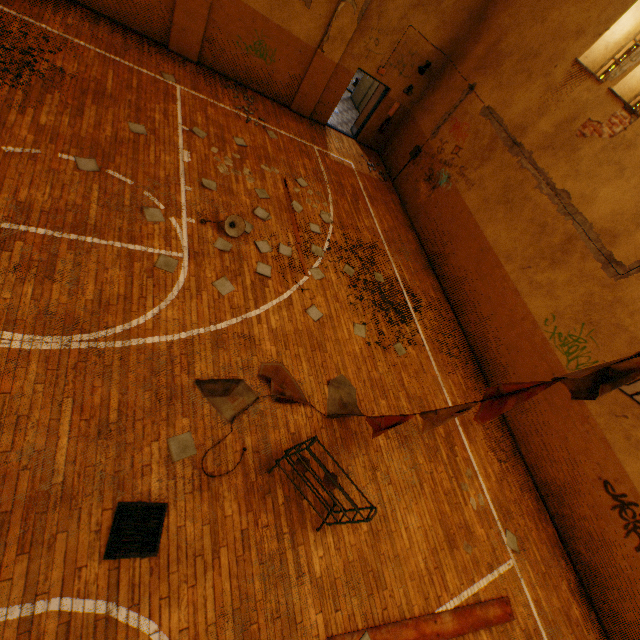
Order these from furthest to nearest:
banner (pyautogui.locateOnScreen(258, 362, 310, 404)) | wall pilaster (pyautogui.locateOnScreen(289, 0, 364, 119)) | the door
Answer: the door
wall pilaster (pyautogui.locateOnScreen(289, 0, 364, 119))
banner (pyautogui.locateOnScreen(258, 362, 310, 404))

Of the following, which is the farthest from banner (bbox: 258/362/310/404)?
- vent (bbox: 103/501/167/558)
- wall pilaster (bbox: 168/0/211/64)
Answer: wall pilaster (bbox: 168/0/211/64)

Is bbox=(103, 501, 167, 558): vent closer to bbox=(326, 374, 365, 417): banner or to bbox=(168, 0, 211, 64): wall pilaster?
bbox=(326, 374, 365, 417): banner

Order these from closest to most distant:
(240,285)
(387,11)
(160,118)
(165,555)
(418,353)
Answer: (165,555), (240,285), (160,118), (418,353), (387,11)

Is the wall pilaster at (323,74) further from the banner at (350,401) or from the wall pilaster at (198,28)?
the banner at (350,401)

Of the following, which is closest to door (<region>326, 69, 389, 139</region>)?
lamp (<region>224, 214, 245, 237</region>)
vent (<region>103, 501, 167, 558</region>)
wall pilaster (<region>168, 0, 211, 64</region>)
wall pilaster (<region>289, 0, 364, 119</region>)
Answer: wall pilaster (<region>289, 0, 364, 119</region>)

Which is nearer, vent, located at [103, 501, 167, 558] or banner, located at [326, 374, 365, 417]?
vent, located at [103, 501, 167, 558]

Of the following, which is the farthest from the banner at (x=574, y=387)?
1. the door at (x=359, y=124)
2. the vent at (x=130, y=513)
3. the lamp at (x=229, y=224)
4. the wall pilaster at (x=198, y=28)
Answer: the door at (x=359, y=124)
